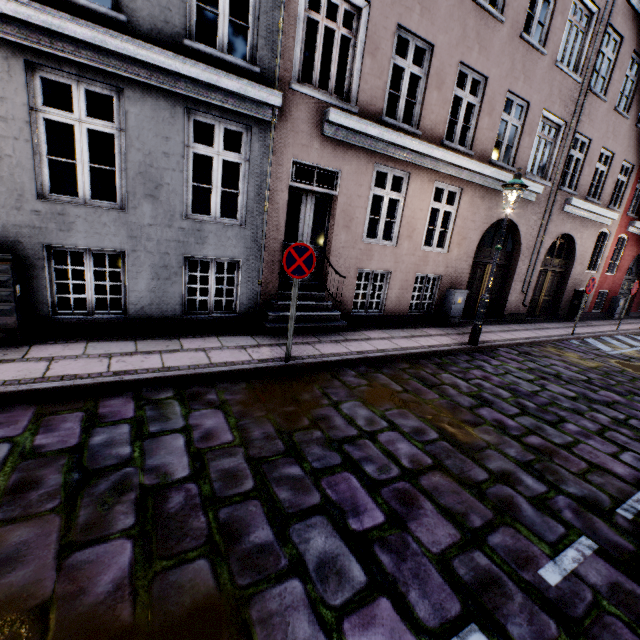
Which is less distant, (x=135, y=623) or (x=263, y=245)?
(x=135, y=623)

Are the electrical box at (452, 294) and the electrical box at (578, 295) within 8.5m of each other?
yes

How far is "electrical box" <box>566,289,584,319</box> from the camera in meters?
13.4

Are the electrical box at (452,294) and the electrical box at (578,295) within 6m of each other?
no

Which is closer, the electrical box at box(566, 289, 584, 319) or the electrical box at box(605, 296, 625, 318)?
the electrical box at box(566, 289, 584, 319)

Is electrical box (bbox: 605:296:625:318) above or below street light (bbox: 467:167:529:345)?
below

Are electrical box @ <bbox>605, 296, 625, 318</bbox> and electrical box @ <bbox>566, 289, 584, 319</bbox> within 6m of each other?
yes

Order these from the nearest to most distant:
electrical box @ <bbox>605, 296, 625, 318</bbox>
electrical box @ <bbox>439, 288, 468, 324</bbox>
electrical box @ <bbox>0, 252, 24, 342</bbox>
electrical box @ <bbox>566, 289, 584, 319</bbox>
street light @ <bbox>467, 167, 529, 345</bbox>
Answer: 1. electrical box @ <bbox>0, 252, 24, 342</bbox>
2. street light @ <bbox>467, 167, 529, 345</bbox>
3. electrical box @ <bbox>439, 288, 468, 324</bbox>
4. electrical box @ <bbox>566, 289, 584, 319</bbox>
5. electrical box @ <bbox>605, 296, 625, 318</bbox>
